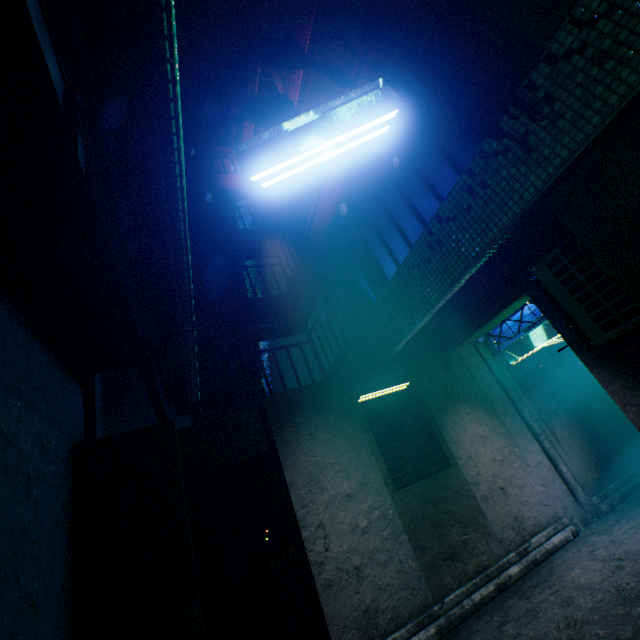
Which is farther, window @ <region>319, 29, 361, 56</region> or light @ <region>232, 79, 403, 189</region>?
window @ <region>319, 29, 361, 56</region>

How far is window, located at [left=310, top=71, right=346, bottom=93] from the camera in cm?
583

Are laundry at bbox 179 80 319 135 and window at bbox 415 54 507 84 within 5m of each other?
yes

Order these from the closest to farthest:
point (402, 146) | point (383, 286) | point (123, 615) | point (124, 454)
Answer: point (123, 615)
point (124, 454)
point (402, 146)
point (383, 286)

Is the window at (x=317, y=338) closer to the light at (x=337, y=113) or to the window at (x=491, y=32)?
the window at (x=491, y=32)

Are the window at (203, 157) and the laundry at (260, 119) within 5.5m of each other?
no

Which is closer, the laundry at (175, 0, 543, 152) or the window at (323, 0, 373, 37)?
the laundry at (175, 0, 543, 152)
